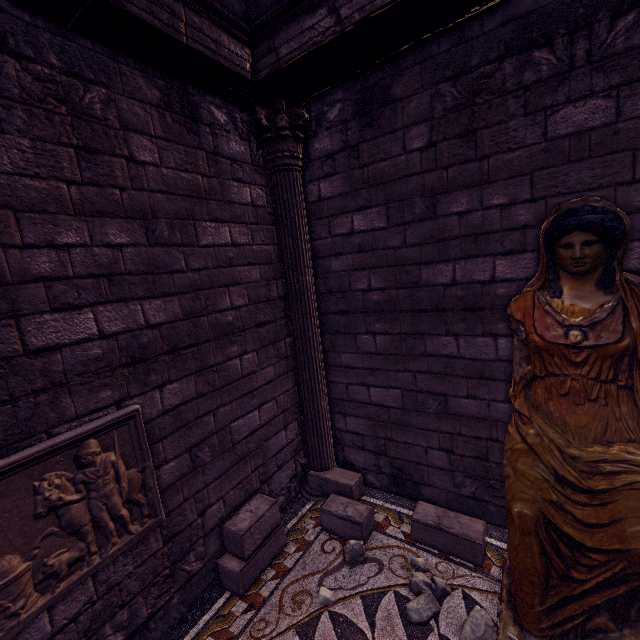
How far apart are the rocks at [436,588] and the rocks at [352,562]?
0.4 meters

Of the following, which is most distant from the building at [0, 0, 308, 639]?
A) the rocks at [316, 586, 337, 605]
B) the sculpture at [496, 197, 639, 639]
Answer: the rocks at [316, 586, 337, 605]

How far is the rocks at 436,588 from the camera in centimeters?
264cm

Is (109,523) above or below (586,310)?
below

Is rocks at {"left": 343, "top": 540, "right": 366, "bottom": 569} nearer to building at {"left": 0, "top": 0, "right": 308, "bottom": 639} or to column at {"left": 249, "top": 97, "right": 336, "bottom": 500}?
building at {"left": 0, "top": 0, "right": 308, "bottom": 639}

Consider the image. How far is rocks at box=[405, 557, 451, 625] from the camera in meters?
2.6 m

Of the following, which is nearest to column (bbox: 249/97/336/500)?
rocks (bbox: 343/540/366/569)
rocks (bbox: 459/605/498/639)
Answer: rocks (bbox: 343/540/366/569)

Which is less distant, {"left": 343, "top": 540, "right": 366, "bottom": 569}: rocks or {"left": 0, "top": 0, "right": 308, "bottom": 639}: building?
{"left": 0, "top": 0, "right": 308, "bottom": 639}: building
